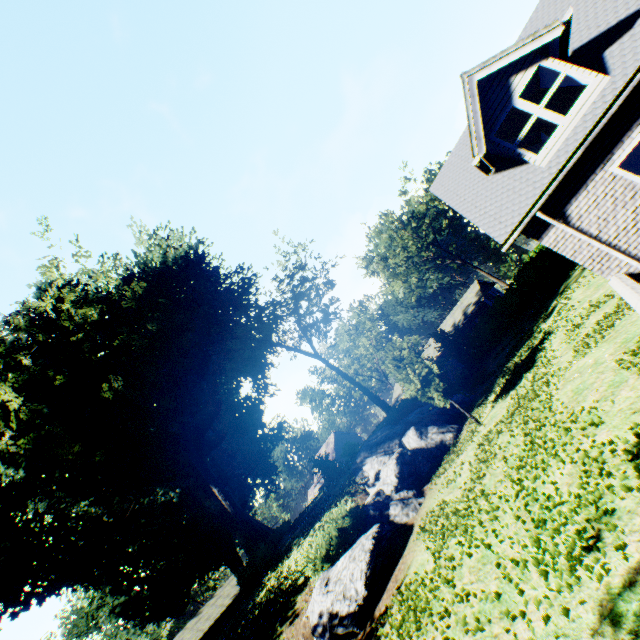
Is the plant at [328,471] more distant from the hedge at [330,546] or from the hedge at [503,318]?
the hedge at [330,546]

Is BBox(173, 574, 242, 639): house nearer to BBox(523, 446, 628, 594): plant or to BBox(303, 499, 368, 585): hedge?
BBox(523, 446, 628, 594): plant

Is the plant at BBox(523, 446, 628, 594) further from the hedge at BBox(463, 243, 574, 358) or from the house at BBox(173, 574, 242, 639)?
the hedge at BBox(463, 243, 574, 358)

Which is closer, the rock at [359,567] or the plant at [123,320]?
the rock at [359,567]

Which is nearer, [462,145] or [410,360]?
[462,145]

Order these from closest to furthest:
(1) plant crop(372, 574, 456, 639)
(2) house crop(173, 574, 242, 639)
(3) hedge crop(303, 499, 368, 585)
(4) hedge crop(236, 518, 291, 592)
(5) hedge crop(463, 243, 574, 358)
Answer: (1) plant crop(372, 574, 456, 639) → (3) hedge crop(303, 499, 368, 585) → (4) hedge crop(236, 518, 291, 592) → (5) hedge crop(463, 243, 574, 358) → (2) house crop(173, 574, 242, 639)
